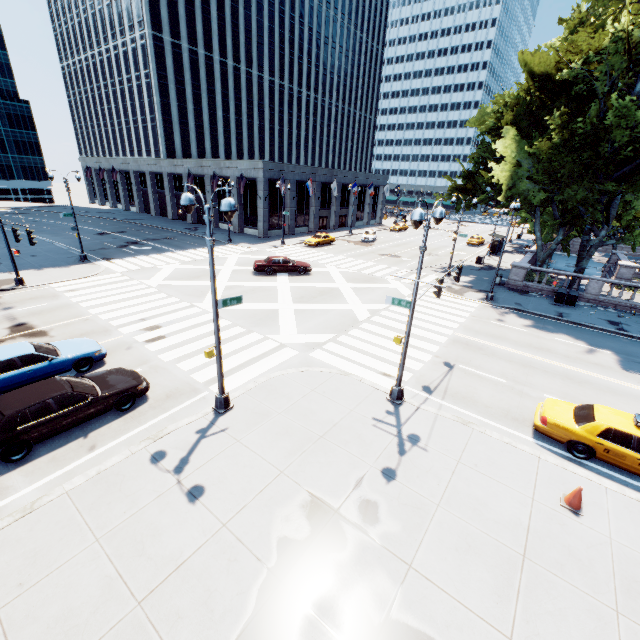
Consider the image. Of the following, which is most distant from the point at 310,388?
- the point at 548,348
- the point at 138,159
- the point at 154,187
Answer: the point at 138,159

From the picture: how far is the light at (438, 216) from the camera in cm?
926

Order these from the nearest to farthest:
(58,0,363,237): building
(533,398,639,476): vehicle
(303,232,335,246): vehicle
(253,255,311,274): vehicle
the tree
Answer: (533,398,639,476): vehicle < the tree < (253,255,311,274): vehicle < (303,232,335,246): vehicle < (58,0,363,237): building

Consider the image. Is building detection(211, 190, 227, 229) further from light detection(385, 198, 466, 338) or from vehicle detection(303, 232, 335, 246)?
light detection(385, 198, 466, 338)

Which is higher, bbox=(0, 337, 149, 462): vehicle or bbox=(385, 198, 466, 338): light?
bbox=(385, 198, 466, 338): light

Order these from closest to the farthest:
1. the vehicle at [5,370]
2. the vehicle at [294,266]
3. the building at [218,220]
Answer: the vehicle at [5,370] → the vehicle at [294,266] → the building at [218,220]

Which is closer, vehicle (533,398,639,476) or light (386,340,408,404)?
vehicle (533,398,639,476)

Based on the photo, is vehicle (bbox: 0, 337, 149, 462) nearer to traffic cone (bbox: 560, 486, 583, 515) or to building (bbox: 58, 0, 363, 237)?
traffic cone (bbox: 560, 486, 583, 515)
